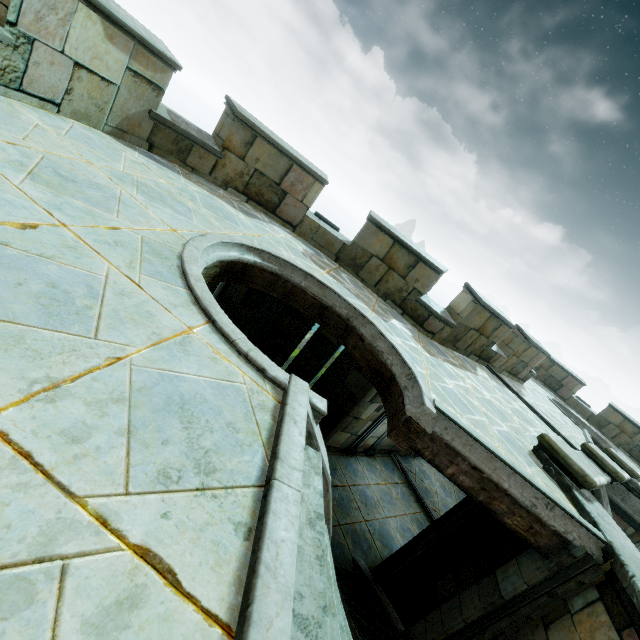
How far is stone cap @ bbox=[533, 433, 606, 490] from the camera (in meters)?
4.79

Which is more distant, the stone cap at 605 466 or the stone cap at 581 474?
the stone cap at 605 466

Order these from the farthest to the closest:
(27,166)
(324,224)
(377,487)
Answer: (377,487) < (324,224) < (27,166)

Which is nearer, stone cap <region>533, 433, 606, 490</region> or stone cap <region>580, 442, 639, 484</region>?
stone cap <region>533, 433, 606, 490</region>

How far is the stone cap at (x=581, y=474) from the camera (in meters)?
4.79
